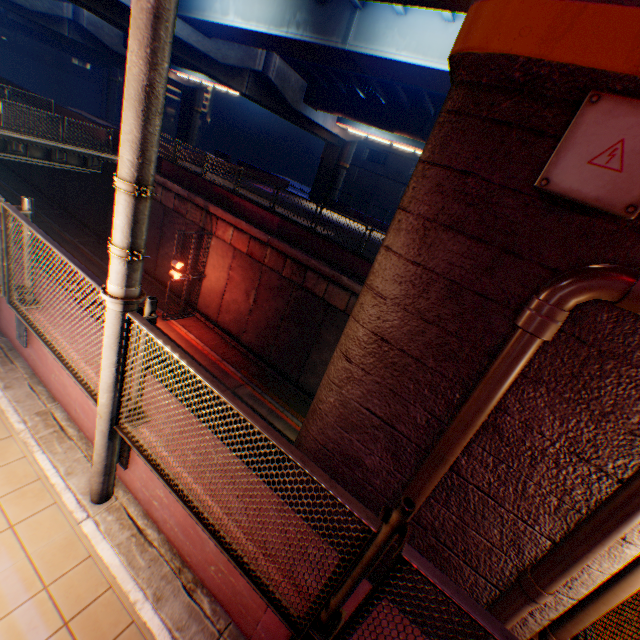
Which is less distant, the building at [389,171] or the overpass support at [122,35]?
the overpass support at [122,35]

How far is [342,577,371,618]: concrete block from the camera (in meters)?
2.32

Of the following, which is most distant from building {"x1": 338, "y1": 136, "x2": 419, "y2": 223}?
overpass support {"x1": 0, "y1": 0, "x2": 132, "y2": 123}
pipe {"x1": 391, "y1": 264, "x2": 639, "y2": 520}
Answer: pipe {"x1": 391, "y1": 264, "x2": 639, "y2": 520}

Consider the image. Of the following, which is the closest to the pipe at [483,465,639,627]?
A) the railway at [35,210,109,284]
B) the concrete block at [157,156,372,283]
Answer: the railway at [35,210,109,284]

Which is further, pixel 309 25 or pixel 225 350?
pixel 225 350

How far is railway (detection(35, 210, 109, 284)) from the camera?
19.2m

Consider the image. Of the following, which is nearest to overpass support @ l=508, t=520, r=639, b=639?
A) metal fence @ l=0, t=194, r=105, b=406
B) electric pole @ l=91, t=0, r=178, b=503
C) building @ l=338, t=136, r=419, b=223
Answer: metal fence @ l=0, t=194, r=105, b=406

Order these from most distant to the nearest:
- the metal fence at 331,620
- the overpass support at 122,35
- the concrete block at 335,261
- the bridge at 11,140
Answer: the bridge at 11,140 < the overpass support at 122,35 < the concrete block at 335,261 < the metal fence at 331,620
